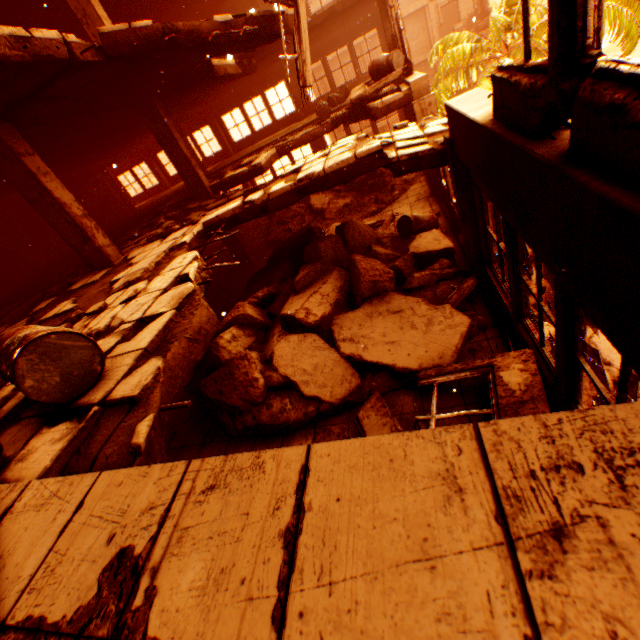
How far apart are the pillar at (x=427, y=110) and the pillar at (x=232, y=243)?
6.6 meters

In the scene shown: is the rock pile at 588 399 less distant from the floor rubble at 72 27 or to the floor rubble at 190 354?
the floor rubble at 190 354

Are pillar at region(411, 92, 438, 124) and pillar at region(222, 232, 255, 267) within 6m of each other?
no

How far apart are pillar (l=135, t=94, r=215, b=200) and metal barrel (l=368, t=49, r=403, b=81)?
5.9m

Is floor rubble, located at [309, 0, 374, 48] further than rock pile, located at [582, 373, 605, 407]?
Yes

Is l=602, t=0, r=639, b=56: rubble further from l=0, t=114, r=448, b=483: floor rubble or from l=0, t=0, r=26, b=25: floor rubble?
l=0, t=0, r=26, b=25: floor rubble

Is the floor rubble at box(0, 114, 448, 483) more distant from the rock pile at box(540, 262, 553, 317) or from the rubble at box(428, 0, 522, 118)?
the rock pile at box(540, 262, 553, 317)

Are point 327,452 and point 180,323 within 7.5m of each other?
yes
